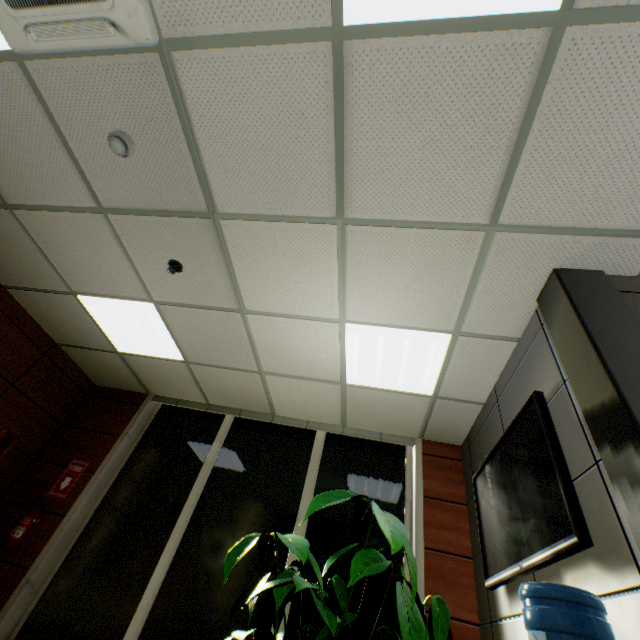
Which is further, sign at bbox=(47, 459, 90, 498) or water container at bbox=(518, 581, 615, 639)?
sign at bbox=(47, 459, 90, 498)

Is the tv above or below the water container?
above

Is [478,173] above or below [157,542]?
above

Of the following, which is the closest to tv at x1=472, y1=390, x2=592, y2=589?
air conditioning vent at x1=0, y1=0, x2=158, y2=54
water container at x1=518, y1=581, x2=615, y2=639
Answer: water container at x1=518, y1=581, x2=615, y2=639

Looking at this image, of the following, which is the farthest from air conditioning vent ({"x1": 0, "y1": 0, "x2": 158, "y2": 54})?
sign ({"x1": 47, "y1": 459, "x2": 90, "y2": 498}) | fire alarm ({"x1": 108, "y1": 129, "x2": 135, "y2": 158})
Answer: sign ({"x1": 47, "y1": 459, "x2": 90, "y2": 498})

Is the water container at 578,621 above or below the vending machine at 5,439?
below

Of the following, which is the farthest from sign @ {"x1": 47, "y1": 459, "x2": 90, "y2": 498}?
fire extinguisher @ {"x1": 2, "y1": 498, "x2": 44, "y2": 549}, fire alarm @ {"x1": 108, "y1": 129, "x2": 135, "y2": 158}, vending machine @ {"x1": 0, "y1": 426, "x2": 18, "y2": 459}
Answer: fire alarm @ {"x1": 108, "y1": 129, "x2": 135, "y2": 158}

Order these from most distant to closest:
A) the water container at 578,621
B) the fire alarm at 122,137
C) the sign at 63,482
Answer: the sign at 63,482 < the fire alarm at 122,137 < the water container at 578,621
